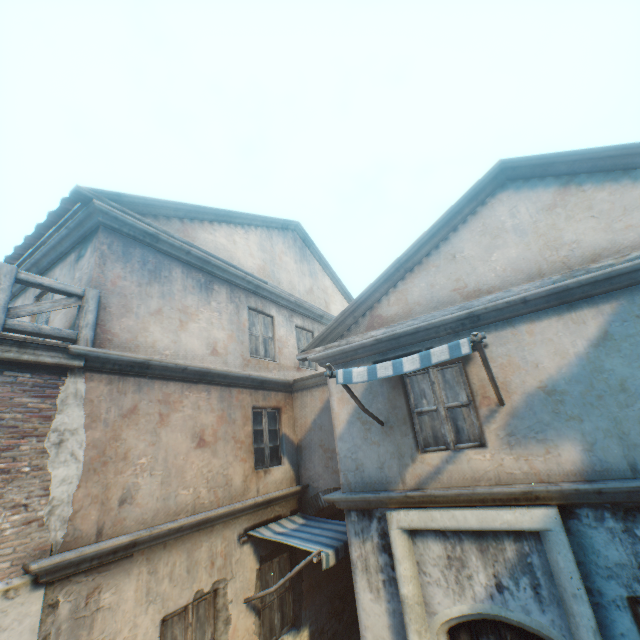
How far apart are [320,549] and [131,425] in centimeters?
360cm

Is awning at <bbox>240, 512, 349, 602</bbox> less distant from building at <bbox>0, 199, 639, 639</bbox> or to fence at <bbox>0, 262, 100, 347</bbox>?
building at <bbox>0, 199, 639, 639</bbox>

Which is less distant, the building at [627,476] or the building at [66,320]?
the building at [627,476]

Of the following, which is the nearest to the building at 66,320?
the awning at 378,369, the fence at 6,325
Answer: the fence at 6,325

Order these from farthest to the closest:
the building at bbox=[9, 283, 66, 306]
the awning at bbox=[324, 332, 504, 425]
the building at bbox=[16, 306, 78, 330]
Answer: the building at bbox=[9, 283, 66, 306]
the building at bbox=[16, 306, 78, 330]
the awning at bbox=[324, 332, 504, 425]

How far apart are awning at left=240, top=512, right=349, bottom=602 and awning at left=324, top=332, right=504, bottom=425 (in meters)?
2.94

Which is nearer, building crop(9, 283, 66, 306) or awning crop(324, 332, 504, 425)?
awning crop(324, 332, 504, 425)

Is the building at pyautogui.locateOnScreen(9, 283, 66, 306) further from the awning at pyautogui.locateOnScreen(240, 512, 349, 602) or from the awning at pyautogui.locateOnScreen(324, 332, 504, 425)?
the awning at pyautogui.locateOnScreen(240, 512, 349, 602)
